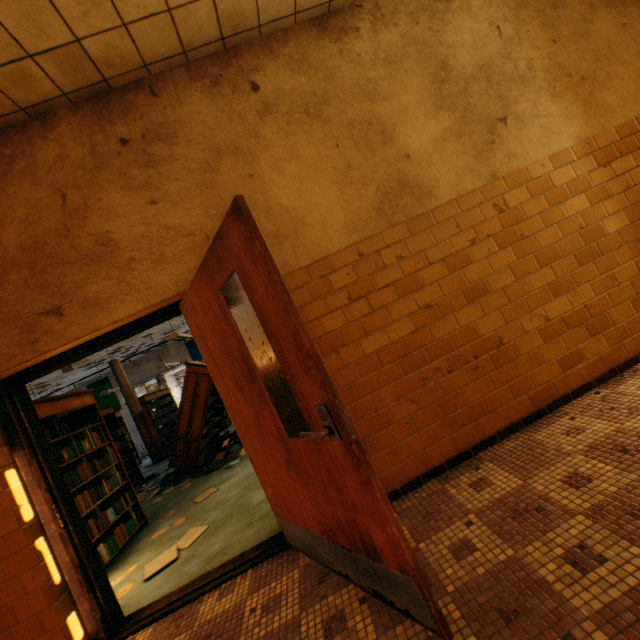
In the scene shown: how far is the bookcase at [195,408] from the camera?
6.8m

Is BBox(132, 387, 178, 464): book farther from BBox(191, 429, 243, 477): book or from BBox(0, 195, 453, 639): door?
BBox(0, 195, 453, 639): door

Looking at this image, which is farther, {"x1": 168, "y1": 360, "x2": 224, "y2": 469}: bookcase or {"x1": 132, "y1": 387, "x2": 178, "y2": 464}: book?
{"x1": 132, "y1": 387, "x2": 178, "y2": 464}: book

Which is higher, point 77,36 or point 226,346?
point 77,36

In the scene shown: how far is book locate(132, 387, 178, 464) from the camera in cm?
1053

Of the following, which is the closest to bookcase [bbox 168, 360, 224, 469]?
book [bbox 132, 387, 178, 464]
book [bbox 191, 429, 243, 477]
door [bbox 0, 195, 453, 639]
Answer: book [bbox 191, 429, 243, 477]

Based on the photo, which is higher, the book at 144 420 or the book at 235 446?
the book at 144 420
